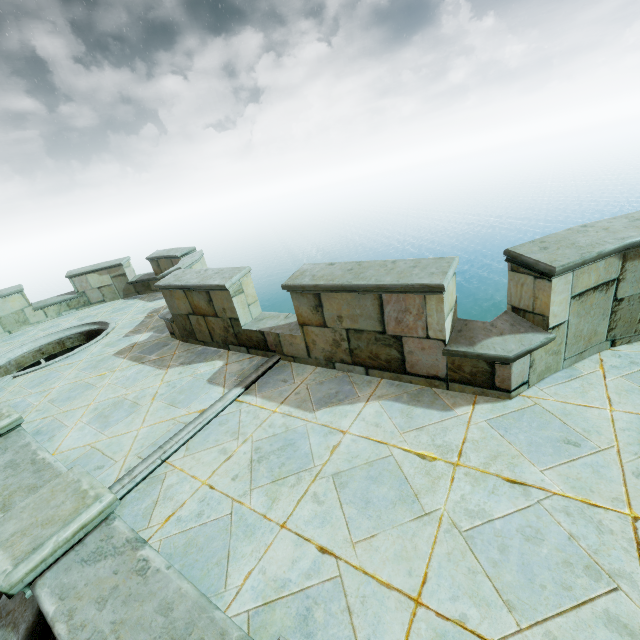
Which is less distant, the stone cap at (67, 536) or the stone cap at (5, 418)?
the stone cap at (67, 536)

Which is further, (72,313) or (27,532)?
(72,313)

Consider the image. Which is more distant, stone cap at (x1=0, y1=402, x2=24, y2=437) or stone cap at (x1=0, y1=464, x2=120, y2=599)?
stone cap at (x1=0, y1=402, x2=24, y2=437)
